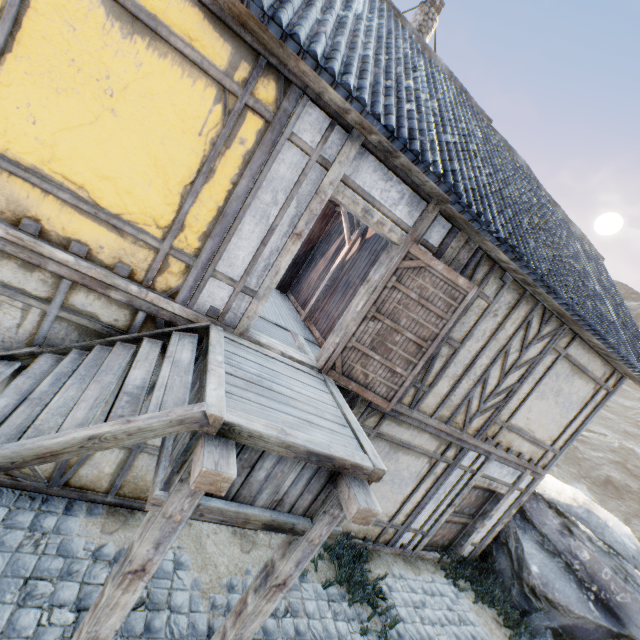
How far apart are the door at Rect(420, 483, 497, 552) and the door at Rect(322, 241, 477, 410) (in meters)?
3.60

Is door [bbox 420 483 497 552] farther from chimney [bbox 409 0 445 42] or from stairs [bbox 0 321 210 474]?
chimney [bbox 409 0 445 42]

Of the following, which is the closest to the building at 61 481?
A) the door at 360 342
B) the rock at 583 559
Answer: the door at 360 342

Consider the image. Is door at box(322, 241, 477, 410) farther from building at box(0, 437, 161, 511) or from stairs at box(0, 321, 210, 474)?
stairs at box(0, 321, 210, 474)

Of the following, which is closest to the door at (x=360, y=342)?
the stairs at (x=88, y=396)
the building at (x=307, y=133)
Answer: the building at (x=307, y=133)

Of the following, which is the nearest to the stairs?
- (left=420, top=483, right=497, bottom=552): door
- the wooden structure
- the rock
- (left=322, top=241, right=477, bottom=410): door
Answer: the wooden structure

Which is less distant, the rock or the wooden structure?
the wooden structure

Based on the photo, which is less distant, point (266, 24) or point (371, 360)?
point (266, 24)
